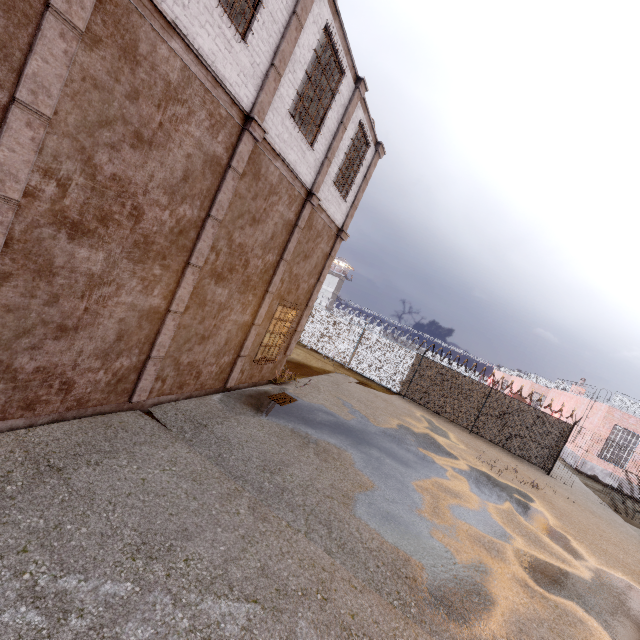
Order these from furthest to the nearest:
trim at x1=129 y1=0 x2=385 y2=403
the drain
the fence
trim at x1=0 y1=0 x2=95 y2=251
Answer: the fence < the drain < trim at x1=129 y1=0 x2=385 y2=403 < trim at x1=0 y1=0 x2=95 y2=251

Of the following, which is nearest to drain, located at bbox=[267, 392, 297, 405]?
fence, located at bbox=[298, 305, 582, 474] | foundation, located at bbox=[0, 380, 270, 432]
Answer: foundation, located at bbox=[0, 380, 270, 432]

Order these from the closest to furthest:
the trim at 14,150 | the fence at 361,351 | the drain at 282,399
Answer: the trim at 14,150 → the drain at 282,399 → the fence at 361,351

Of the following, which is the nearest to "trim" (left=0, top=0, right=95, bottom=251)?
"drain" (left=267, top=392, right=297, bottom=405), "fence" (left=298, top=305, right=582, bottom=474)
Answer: "fence" (left=298, top=305, right=582, bottom=474)

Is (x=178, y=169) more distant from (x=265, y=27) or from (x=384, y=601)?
(x=384, y=601)

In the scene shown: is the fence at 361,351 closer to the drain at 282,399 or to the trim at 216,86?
the trim at 216,86

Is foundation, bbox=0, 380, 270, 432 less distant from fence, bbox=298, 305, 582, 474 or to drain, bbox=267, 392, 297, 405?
drain, bbox=267, 392, 297, 405
